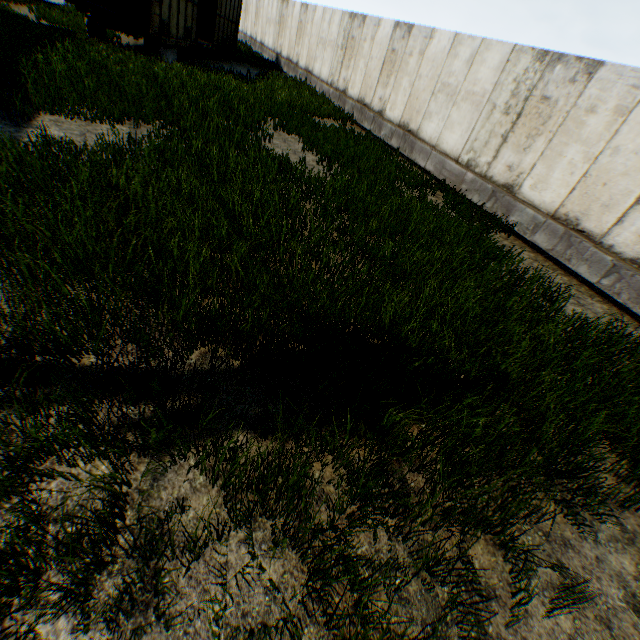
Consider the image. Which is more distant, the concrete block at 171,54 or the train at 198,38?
the concrete block at 171,54

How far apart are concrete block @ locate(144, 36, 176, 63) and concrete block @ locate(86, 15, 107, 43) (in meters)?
1.32

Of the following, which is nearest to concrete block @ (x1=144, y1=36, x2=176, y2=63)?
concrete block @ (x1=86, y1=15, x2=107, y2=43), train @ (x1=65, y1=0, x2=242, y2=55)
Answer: train @ (x1=65, y1=0, x2=242, y2=55)

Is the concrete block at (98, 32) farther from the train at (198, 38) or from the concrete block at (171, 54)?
the concrete block at (171, 54)

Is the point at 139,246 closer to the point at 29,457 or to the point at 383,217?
the point at 29,457

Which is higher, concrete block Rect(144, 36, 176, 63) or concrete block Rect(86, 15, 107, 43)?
concrete block Rect(86, 15, 107, 43)

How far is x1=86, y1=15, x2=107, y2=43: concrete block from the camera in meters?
12.6

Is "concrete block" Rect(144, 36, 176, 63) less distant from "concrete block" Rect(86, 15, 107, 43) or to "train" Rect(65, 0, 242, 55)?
"train" Rect(65, 0, 242, 55)
